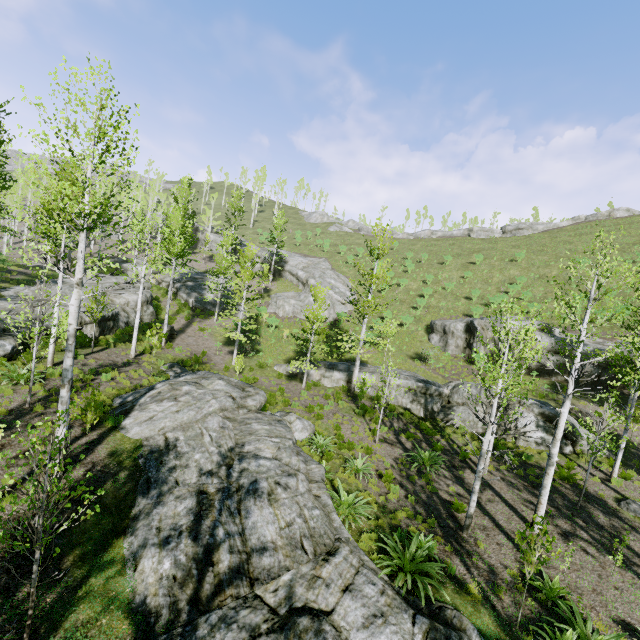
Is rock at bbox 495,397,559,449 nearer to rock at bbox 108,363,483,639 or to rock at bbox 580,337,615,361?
rock at bbox 580,337,615,361

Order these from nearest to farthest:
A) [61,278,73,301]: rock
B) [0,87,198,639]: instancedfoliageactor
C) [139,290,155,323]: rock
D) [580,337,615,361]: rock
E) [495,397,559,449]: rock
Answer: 1. [0,87,198,639]: instancedfoliageactor
2. [495,397,559,449]: rock
3. [61,278,73,301]: rock
4. [580,337,615,361]: rock
5. [139,290,155,323]: rock

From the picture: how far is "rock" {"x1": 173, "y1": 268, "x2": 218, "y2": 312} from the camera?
32.2m

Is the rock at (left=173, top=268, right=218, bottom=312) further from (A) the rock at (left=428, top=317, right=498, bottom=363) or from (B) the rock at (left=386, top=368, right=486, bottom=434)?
(A) the rock at (left=428, top=317, right=498, bottom=363)

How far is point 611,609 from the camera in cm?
854

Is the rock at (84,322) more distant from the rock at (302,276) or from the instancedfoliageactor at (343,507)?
the rock at (302,276)

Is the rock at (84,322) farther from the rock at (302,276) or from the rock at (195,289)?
the rock at (302,276)

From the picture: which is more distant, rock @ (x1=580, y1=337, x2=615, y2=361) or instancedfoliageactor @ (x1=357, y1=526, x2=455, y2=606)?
rock @ (x1=580, y1=337, x2=615, y2=361)
